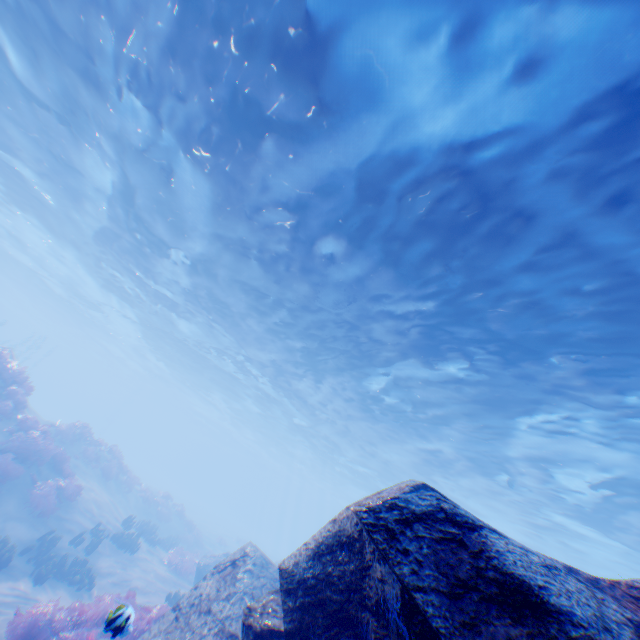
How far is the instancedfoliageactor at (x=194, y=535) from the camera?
16.0m

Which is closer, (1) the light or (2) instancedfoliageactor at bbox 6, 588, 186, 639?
(2) instancedfoliageactor at bbox 6, 588, 186, 639

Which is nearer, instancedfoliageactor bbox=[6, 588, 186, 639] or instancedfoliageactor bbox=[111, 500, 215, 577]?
instancedfoliageactor bbox=[6, 588, 186, 639]

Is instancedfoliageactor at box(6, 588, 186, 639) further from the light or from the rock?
the light

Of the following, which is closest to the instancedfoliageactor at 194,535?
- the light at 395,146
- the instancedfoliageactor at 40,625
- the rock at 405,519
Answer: the rock at 405,519

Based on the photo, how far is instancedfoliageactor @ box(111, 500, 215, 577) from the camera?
16.0m

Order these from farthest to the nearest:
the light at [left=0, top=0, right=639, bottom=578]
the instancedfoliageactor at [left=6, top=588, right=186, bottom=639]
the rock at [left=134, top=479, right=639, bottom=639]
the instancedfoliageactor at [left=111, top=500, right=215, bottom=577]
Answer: the instancedfoliageactor at [left=111, top=500, right=215, bottom=577] → the light at [left=0, top=0, right=639, bottom=578] → the instancedfoliageactor at [left=6, top=588, right=186, bottom=639] → the rock at [left=134, top=479, right=639, bottom=639]

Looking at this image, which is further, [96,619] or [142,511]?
[142,511]
